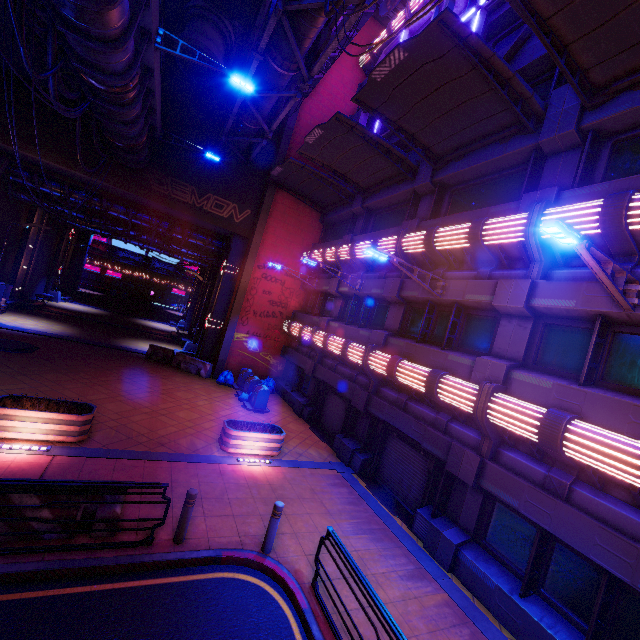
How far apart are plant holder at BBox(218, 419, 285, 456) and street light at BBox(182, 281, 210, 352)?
13.4 meters

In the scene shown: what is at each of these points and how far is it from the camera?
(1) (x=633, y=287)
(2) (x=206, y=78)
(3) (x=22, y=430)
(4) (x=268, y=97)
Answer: (1) street light, 6.3m
(2) building, 18.7m
(3) plant holder, 8.4m
(4) pipe, 14.3m

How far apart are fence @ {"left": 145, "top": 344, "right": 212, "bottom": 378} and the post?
13.04m

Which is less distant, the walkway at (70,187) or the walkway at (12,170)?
the walkway at (12,170)

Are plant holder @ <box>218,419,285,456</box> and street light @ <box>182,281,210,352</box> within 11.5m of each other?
no

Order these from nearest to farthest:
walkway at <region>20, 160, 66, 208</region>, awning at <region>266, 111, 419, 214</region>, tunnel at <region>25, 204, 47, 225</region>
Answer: awning at <region>266, 111, 419, 214</region>
walkway at <region>20, 160, 66, 208</region>
tunnel at <region>25, 204, 47, 225</region>

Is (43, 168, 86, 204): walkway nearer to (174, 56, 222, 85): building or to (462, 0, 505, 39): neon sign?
(174, 56, 222, 85): building

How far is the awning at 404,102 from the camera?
7.89m
